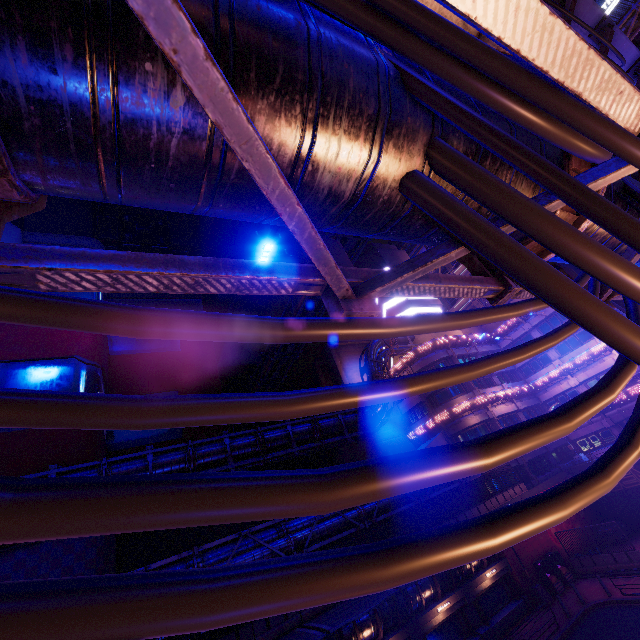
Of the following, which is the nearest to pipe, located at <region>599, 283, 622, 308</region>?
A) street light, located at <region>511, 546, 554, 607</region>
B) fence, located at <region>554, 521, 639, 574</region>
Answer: fence, located at <region>554, 521, 639, 574</region>

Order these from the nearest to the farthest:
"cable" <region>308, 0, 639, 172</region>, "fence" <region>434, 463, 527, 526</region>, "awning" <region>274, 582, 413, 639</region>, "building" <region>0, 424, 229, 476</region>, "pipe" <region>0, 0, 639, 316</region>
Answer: "pipe" <region>0, 0, 639, 316</region>
"cable" <region>308, 0, 639, 172</region>
"awning" <region>274, 582, 413, 639</region>
"building" <region>0, 424, 229, 476</region>
"fence" <region>434, 463, 527, 526</region>

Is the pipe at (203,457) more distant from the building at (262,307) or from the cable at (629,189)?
the cable at (629,189)

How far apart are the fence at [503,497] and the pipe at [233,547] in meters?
0.0 m

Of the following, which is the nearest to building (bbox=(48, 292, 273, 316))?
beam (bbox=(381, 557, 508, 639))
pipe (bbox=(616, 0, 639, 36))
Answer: pipe (bbox=(616, 0, 639, 36))

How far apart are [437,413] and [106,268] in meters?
37.9

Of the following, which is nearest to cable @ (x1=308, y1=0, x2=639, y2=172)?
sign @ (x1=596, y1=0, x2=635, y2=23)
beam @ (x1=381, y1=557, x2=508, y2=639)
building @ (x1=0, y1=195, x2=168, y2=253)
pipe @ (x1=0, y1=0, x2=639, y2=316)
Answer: pipe @ (x1=0, y1=0, x2=639, y2=316)

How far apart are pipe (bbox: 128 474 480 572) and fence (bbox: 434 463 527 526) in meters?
0.0
